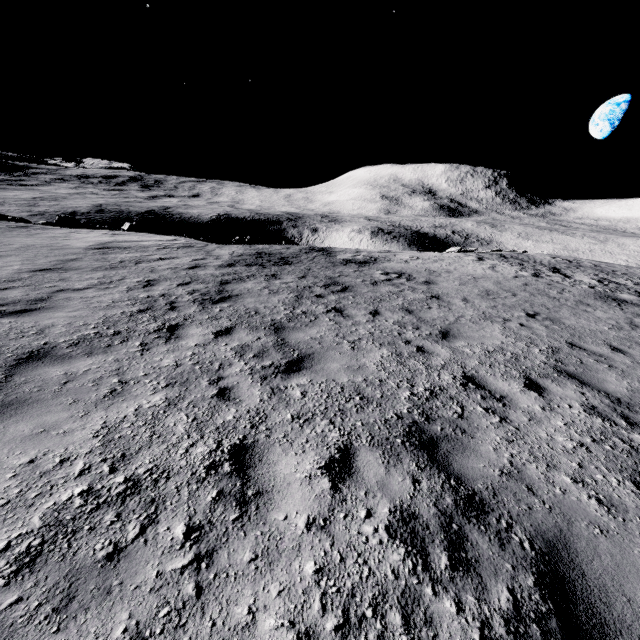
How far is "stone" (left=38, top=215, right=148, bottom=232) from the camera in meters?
21.4

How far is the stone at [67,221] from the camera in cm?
2136

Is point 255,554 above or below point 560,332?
above
